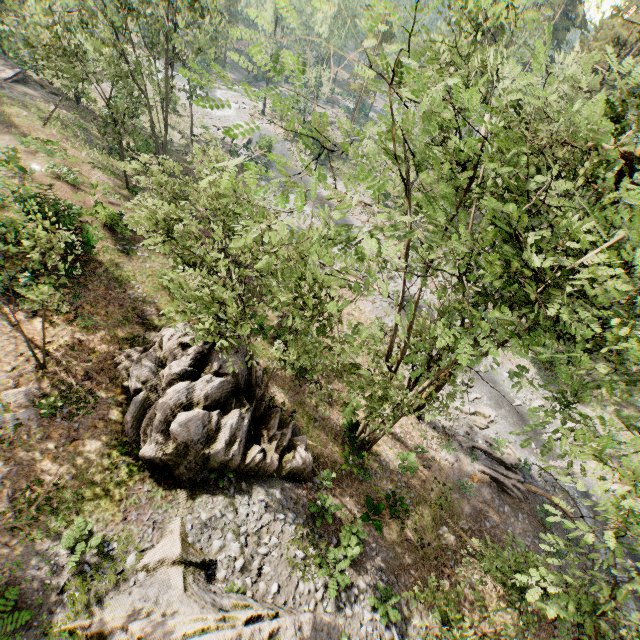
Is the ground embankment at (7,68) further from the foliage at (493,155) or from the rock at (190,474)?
the rock at (190,474)

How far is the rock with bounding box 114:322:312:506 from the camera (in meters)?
12.16

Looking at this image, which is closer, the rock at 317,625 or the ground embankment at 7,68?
the rock at 317,625

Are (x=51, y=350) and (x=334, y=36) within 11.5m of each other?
no

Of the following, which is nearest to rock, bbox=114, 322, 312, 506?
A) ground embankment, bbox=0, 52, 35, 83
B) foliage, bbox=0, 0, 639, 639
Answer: foliage, bbox=0, 0, 639, 639

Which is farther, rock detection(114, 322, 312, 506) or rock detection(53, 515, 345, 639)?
rock detection(114, 322, 312, 506)

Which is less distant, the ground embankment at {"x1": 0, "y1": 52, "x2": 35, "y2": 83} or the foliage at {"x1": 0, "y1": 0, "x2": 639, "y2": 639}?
the foliage at {"x1": 0, "y1": 0, "x2": 639, "y2": 639}
